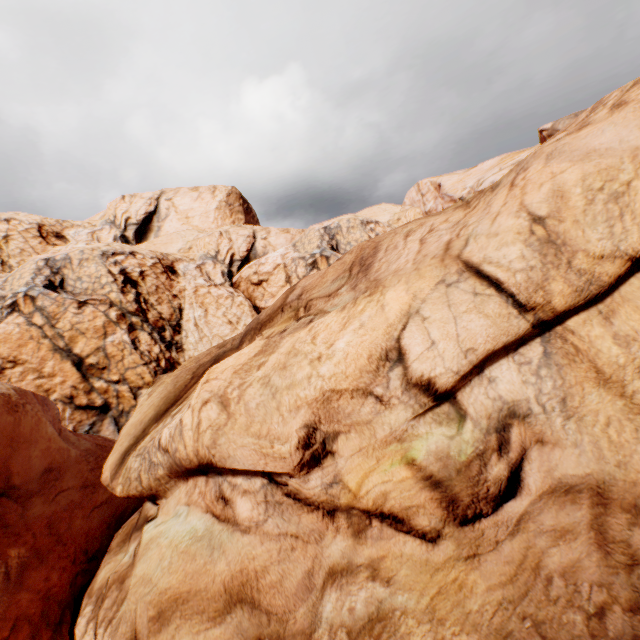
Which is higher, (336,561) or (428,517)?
(428,517)
